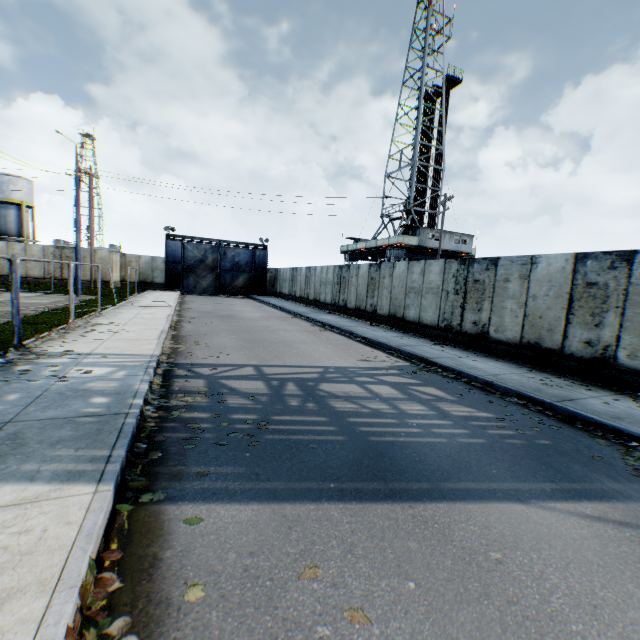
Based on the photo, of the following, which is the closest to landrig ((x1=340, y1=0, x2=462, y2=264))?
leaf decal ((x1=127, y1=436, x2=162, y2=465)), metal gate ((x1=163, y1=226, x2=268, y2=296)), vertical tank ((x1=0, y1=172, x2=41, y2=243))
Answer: metal gate ((x1=163, y1=226, x2=268, y2=296))

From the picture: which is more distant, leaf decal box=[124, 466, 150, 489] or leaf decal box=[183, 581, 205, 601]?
leaf decal box=[124, 466, 150, 489]

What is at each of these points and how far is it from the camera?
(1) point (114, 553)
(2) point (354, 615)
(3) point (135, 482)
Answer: (1) leaf decal, 2.6 meters
(2) leaf decal, 2.2 meters
(3) leaf decal, 3.5 meters

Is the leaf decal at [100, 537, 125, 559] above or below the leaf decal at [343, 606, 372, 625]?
above

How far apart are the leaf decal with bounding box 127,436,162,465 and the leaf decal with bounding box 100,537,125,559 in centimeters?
44cm

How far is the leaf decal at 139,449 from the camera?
3.80m

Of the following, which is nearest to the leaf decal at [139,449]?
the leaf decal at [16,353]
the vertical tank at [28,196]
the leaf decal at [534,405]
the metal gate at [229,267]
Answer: the leaf decal at [16,353]

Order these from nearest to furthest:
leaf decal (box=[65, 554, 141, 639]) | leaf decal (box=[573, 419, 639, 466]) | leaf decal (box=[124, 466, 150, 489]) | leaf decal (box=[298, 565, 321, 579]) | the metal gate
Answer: leaf decal (box=[65, 554, 141, 639]), leaf decal (box=[298, 565, 321, 579]), leaf decal (box=[124, 466, 150, 489]), leaf decal (box=[573, 419, 639, 466]), the metal gate
